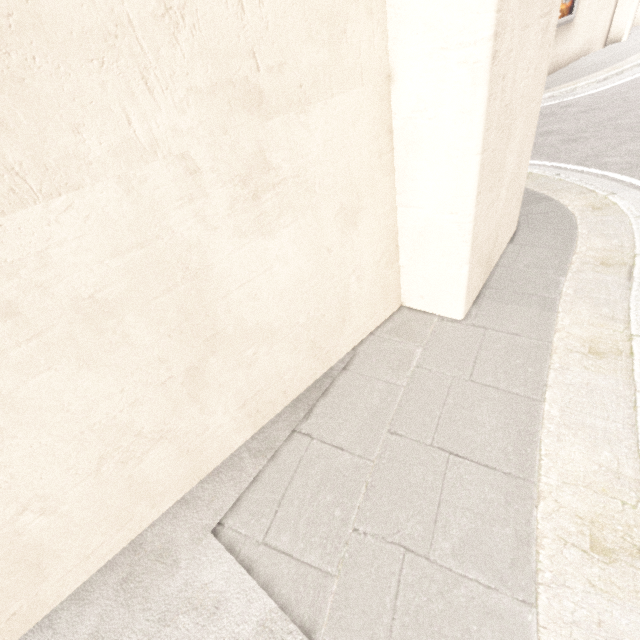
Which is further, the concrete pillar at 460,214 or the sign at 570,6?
the sign at 570,6

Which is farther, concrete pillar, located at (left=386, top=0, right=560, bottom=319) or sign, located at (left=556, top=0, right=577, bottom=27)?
sign, located at (left=556, top=0, right=577, bottom=27)

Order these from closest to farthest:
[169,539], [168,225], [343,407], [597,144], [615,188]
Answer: [168,225]
[169,539]
[343,407]
[615,188]
[597,144]
